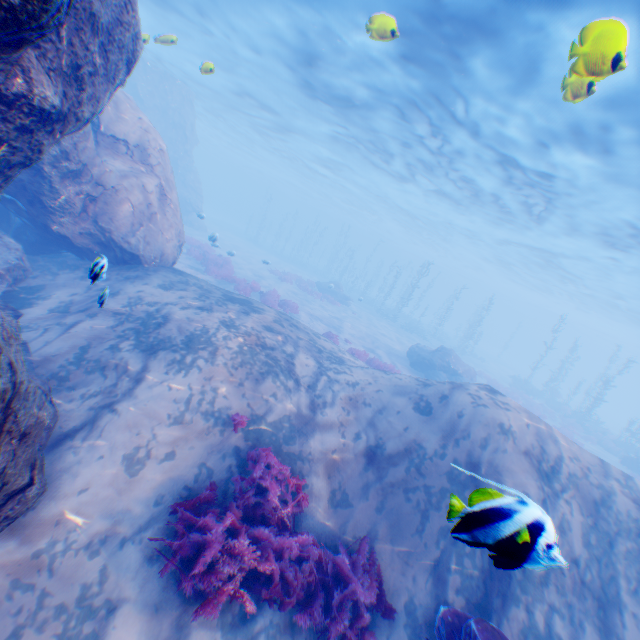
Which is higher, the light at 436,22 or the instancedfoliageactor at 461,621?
the light at 436,22

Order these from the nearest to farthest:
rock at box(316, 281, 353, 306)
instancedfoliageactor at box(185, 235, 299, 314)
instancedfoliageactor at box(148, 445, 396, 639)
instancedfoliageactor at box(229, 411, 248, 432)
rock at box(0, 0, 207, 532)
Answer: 1. rock at box(0, 0, 207, 532)
2. instancedfoliageactor at box(148, 445, 396, 639)
3. instancedfoliageactor at box(229, 411, 248, 432)
4. instancedfoliageactor at box(185, 235, 299, 314)
5. rock at box(316, 281, 353, 306)

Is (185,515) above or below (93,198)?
below

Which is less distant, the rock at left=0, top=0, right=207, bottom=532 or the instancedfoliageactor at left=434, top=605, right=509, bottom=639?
the rock at left=0, top=0, right=207, bottom=532

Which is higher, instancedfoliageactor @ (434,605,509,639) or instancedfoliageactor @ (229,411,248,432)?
instancedfoliageactor @ (229,411,248,432)

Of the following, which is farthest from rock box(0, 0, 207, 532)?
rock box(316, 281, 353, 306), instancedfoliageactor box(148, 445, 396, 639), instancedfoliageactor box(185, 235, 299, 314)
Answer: rock box(316, 281, 353, 306)

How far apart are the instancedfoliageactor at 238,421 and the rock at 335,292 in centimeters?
2583cm

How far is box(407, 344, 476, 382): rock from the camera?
20.1 meters
